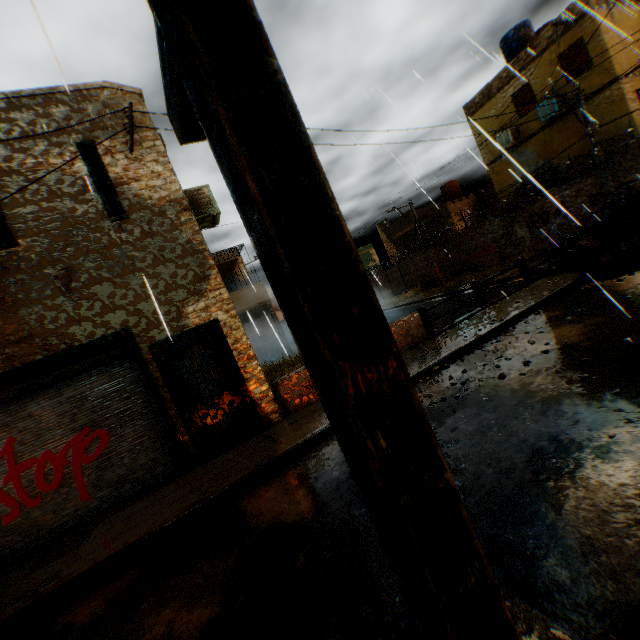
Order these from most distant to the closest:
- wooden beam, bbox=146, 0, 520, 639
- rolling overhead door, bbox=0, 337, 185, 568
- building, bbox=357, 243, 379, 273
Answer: building, bbox=357, 243, 379, 273 → rolling overhead door, bbox=0, 337, 185, 568 → wooden beam, bbox=146, 0, 520, 639

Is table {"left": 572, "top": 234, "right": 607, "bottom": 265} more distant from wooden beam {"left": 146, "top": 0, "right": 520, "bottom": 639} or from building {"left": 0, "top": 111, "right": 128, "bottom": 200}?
wooden beam {"left": 146, "top": 0, "right": 520, "bottom": 639}

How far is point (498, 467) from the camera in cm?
349

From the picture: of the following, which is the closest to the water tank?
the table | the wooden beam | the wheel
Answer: the table

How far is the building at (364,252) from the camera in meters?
47.1

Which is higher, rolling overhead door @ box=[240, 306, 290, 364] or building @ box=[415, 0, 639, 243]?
building @ box=[415, 0, 639, 243]

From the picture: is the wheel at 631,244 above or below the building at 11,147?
below

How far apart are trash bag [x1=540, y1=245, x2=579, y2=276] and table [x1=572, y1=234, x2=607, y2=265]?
0.0m
